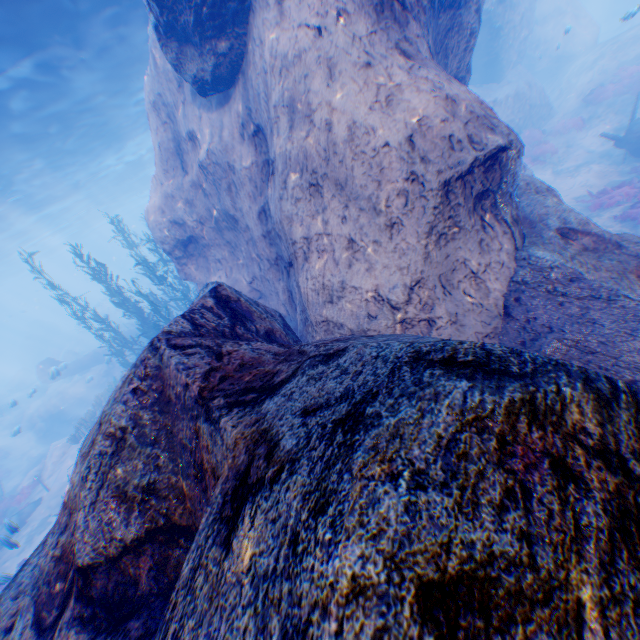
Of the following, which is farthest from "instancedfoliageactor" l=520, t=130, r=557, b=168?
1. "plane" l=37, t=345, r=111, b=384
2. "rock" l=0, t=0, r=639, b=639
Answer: "plane" l=37, t=345, r=111, b=384

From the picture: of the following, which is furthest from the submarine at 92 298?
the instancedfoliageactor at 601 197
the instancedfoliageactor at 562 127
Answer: the instancedfoliageactor at 601 197

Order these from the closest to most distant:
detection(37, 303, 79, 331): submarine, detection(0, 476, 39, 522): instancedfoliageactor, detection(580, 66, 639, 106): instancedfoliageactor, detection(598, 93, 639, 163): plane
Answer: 1. detection(598, 93, 639, 163): plane
2. detection(0, 476, 39, 522): instancedfoliageactor
3. detection(580, 66, 639, 106): instancedfoliageactor
4. detection(37, 303, 79, 331): submarine

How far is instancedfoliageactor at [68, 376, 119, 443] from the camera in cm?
1636

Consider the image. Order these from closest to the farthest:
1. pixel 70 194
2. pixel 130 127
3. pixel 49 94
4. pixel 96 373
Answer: pixel 49 94 < pixel 130 127 < pixel 96 373 < pixel 70 194

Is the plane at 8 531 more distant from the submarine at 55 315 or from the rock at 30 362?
the submarine at 55 315

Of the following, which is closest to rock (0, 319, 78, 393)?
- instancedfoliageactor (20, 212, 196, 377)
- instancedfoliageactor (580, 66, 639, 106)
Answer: instancedfoliageactor (20, 212, 196, 377)
